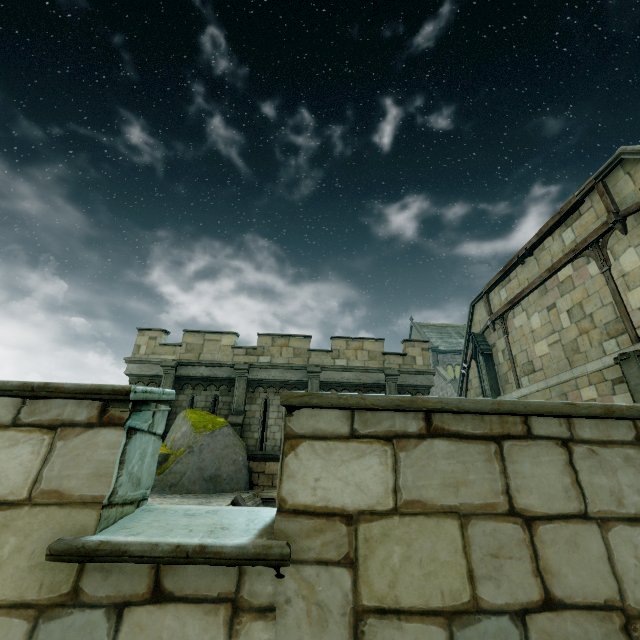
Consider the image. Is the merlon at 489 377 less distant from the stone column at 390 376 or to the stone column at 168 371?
the stone column at 390 376

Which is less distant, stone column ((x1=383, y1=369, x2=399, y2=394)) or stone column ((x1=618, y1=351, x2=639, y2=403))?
stone column ((x1=618, y1=351, x2=639, y2=403))

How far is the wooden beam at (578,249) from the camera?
10.55m

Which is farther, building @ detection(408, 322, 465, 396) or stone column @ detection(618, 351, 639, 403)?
building @ detection(408, 322, 465, 396)

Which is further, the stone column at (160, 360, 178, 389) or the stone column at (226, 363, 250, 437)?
the stone column at (160, 360, 178, 389)

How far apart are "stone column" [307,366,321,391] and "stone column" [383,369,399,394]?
2.8 meters

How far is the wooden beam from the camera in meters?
10.5

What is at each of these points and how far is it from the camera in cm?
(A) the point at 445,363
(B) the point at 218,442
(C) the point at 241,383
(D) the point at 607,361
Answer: (A) building, 3828
(B) rock, 1142
(C) stone column, 1420
(D) stone beam, 1025
